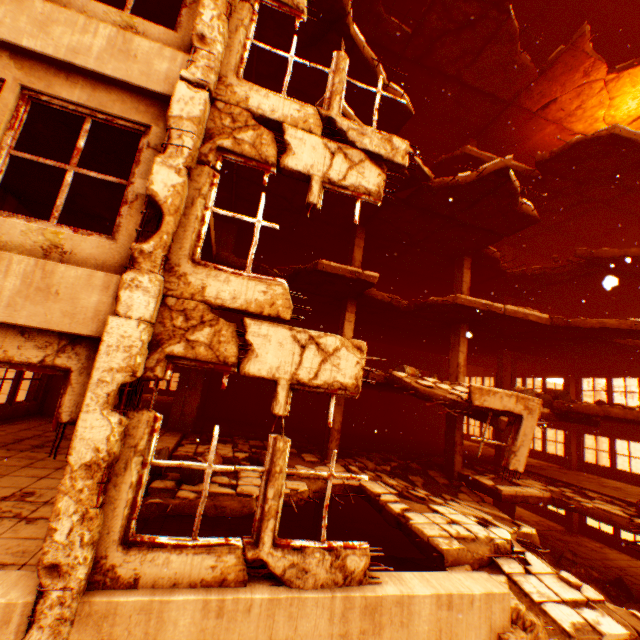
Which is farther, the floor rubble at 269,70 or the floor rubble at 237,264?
the floor rubble at 237,264

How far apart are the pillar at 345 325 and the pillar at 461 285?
4.6m

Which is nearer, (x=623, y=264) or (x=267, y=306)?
(x=267, y=306)

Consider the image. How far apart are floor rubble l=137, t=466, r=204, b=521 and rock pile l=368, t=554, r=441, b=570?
0.91m

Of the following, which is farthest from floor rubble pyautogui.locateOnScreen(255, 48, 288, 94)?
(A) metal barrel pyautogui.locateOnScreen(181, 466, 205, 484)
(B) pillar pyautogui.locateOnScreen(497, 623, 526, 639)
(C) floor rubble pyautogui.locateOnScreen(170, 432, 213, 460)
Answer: (B) pillar pyautogui.locateOnScreen(497, 623, 526, 639)

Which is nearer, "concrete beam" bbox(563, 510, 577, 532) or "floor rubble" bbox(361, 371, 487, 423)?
"floor rubble" bbox(361, 371, 487, 423)

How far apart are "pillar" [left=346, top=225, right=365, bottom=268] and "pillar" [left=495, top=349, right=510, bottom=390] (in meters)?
9.87

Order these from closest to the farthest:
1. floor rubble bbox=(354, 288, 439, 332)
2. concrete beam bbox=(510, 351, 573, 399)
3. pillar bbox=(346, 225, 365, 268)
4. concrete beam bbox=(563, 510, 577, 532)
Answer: floor rubble bbox=(354, 288, 439, 332)
pillar bbox=(346, 225, 365, 268)
concrete beam bbox=(563, 510, 577, 532)
concrete beam bbox=(510, 351, 573, 399)
